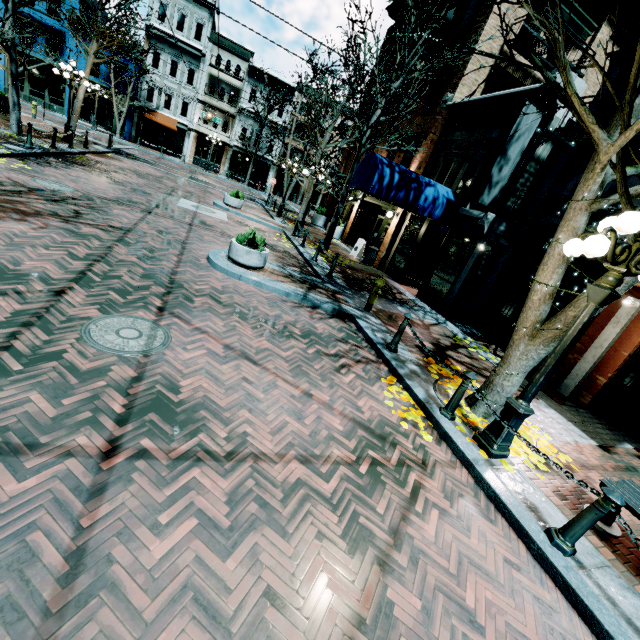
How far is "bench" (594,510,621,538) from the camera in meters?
4.0

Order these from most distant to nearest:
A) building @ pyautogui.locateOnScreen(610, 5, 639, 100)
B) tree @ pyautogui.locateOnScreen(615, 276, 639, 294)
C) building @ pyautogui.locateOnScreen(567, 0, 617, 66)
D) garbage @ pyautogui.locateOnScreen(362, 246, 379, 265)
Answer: garbage @ pyautogui.locateOnScreen(362, 246, 379, 265) → building @ pyautogui.locateOnScreen(567, 0, 617, 66) → building @ pyautogui.locateOnScreen(610, 5, 639, 100) → tree @ pyautogui.locateOnScreen(615, 276, 639, 294)

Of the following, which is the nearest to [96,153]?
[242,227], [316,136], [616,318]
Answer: [242,227]

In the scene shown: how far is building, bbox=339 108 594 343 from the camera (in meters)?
9.78

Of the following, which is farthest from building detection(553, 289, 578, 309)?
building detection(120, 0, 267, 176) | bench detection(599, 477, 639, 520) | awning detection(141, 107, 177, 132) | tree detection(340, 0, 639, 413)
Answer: awning detection(141, 107, 177, 132)

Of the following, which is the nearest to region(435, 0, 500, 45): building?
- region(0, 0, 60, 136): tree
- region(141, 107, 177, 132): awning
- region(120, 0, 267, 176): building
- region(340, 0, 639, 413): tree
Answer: region(0, 0, 60, 136): tree

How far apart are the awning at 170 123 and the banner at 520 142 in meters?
33.3 m

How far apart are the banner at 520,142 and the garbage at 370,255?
5.94m
